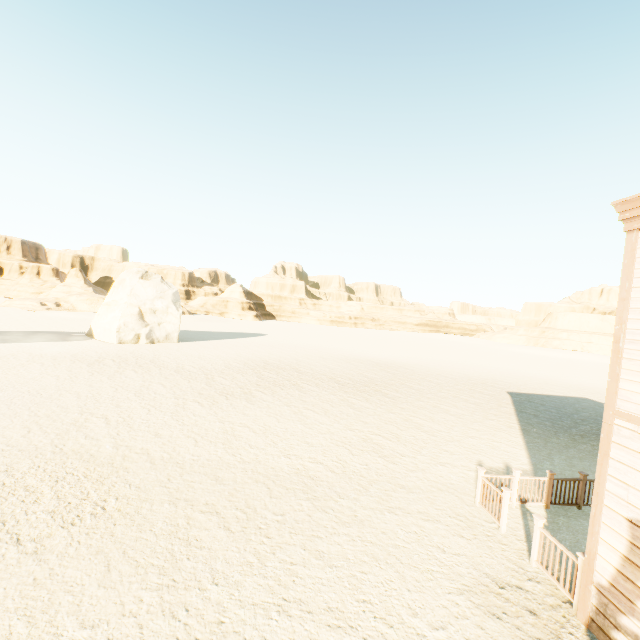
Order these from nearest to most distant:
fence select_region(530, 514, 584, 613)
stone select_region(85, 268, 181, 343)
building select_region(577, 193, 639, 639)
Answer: building select_region(577, 193, 639, 639)
fence select_region(530, 514, 584, 613)
stone select_region(85, 268, 181, 343)

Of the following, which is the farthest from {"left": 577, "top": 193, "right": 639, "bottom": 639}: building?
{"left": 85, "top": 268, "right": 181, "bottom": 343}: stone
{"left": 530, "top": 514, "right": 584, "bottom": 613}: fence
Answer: {"left": 85, "top": 268, "right": 181, "bottom": 343}: stone

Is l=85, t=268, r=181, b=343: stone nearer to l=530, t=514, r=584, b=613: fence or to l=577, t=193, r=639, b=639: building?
l=530, t=514, r=584, b=613: fence

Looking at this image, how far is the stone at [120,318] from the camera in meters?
29.5

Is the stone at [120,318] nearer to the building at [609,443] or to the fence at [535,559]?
the fence at [535,559]

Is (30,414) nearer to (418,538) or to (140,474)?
(140,474)

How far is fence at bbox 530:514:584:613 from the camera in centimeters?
559cm
